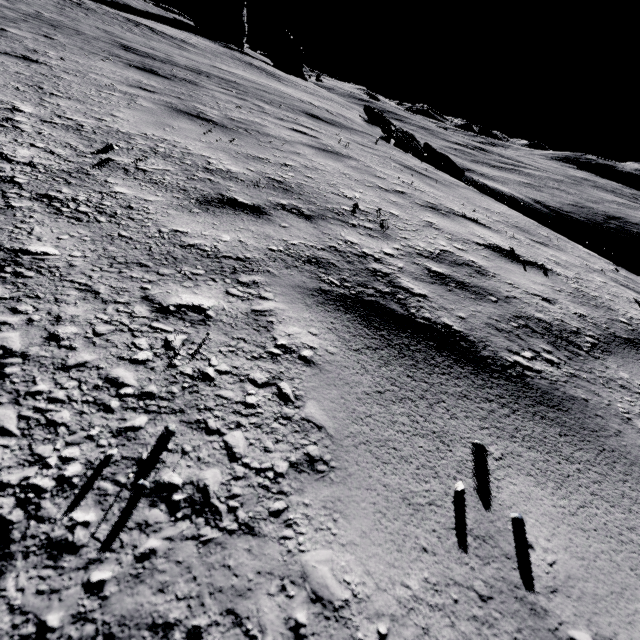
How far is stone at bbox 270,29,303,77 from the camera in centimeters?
5556cm

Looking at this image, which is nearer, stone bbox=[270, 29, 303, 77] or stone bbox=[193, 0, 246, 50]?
stone bbox=[193, 0, 246, 50]

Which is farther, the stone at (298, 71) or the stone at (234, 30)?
the stone at (298, 71)

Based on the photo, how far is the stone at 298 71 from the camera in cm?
5556

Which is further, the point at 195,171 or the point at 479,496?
the point at 195,171
